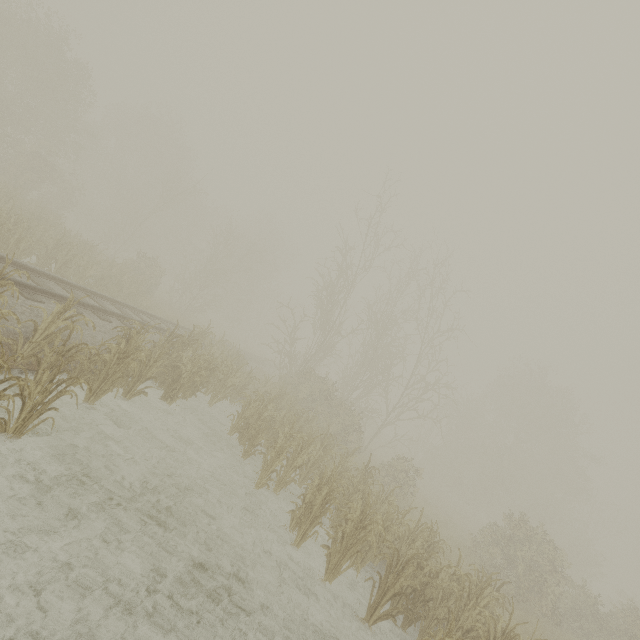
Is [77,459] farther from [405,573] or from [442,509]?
[442,509]
